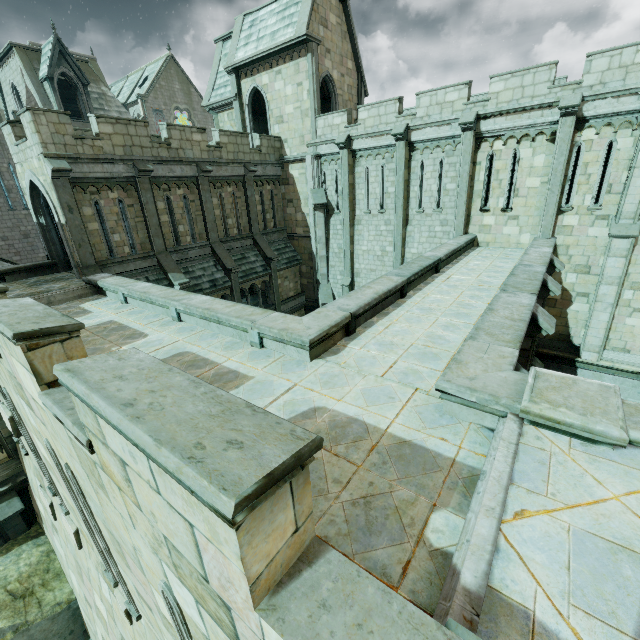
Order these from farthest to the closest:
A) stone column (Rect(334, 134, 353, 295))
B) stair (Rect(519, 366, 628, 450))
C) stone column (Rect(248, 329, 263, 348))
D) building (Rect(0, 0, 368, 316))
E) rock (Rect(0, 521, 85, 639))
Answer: stone column (Rect(334, 134, 353, 295)) → building (Rect(0, 0, 368, 316)) → rock (Rect(0, 521, 85, 639)) → stone column (Rect(248, 329, 263, 348)) → stair (Rect(519, 366, 628, 450))

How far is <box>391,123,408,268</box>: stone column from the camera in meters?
16.0

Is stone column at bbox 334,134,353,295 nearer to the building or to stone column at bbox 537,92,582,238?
the building

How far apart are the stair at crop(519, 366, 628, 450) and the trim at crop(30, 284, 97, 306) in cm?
1383

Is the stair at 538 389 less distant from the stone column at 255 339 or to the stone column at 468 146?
the stone column at 255 339

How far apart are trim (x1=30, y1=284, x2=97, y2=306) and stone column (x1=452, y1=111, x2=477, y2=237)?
15.92m

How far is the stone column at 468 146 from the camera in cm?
1416

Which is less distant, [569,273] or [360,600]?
[360,600]
